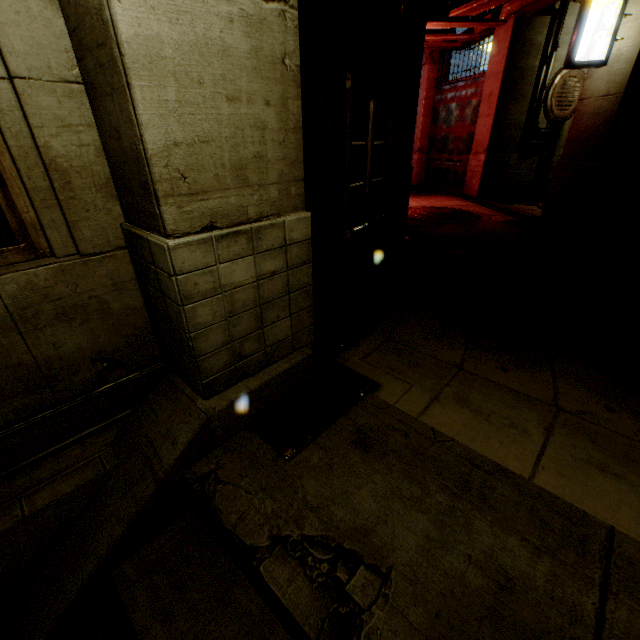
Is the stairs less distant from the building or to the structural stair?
the structural stair

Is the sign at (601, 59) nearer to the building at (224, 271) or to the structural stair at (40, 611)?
the building at (224, 271)

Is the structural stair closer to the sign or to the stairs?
the stairs

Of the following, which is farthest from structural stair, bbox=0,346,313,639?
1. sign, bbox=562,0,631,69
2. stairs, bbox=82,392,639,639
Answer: sign, bbox=562,0,631,69

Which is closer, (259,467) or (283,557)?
(283,557)

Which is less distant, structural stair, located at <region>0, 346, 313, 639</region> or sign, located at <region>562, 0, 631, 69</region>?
structural stair, located at <region>0, 346, 313, 639</region>

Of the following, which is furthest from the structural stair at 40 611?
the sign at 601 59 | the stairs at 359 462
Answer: the sign at 601 59
